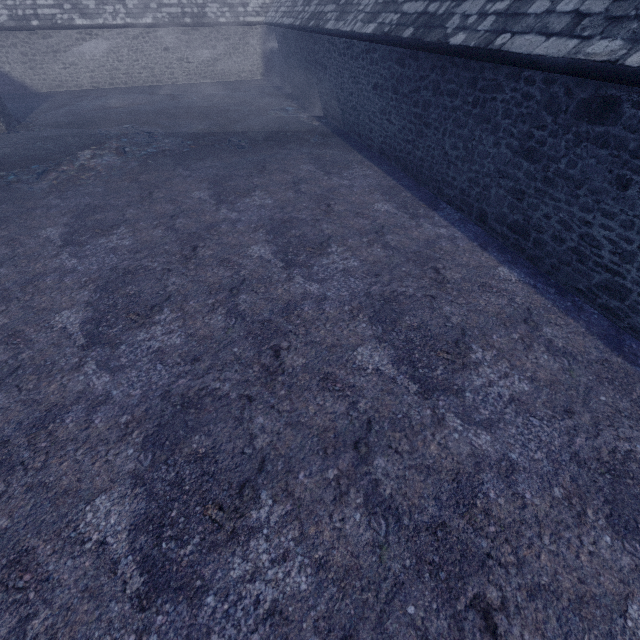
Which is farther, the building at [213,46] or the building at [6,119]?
the building at [6,119]

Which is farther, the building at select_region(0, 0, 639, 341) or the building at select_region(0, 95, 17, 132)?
the building at select_region(0, 95, 17, 132)

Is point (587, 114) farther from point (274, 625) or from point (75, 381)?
point (75, 381)
